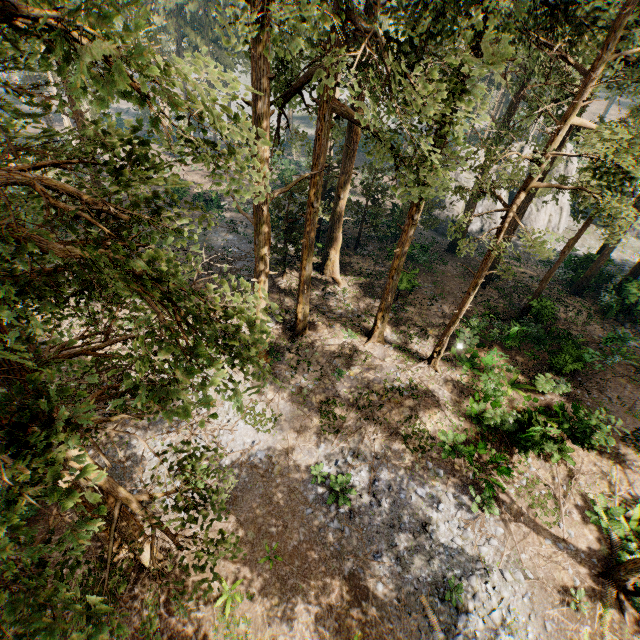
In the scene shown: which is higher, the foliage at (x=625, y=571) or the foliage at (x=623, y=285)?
the foliage at (x=623, y=285)

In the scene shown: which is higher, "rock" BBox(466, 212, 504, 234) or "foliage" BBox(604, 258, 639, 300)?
"foliage" BBox(604, 258, 639, 300)

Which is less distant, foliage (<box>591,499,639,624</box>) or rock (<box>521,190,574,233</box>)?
foliage (<box>591,499,639,624</box>)

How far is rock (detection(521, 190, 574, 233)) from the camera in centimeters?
3741cm

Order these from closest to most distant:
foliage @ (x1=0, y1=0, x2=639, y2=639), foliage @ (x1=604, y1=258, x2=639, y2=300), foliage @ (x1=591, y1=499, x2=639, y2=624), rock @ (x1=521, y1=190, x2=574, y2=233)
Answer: foliage @ (x1=0, y1=0, x2=639, y2=639)
foliage @ (x1=591, y1=499, x2=639, y2=624)
foliage @ (x1=604, y1=258, x2=639, y2=300)
rock @ (x1=521, y1=190, x2=574, y2=233)

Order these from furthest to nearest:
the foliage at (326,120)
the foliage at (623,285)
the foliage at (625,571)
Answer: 1. the foliage at (623,285)
2. the foliage at (625,571)
3. the foliage at (326,120)

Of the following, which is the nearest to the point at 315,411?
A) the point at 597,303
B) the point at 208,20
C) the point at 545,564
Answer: the point at 545,564
